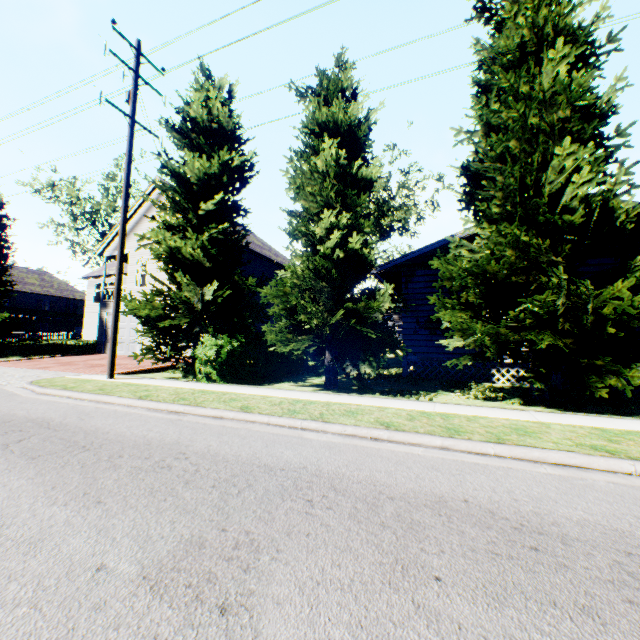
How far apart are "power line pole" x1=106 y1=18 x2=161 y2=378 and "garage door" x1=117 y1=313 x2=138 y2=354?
10.64m

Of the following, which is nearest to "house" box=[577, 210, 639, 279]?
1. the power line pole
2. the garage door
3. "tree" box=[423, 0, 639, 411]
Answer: "tree" box=[423, 0, 639, 411]

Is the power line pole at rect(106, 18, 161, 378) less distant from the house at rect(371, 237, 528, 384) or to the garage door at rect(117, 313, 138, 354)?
the house at rect(371, 237, 528, 384)

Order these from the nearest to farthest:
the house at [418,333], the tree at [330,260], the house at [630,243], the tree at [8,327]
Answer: the tree at [330,260]
the house at [630,243]
the house at [418,333]
the tree at [8,327]

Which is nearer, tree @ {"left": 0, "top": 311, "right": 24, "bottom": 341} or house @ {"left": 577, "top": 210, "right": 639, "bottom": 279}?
house @ {"left": 577, "top": 210, "right": 639, "bottom": 279}

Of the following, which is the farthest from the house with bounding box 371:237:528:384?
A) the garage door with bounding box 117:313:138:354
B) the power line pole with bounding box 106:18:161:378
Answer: the garage door with bounding box 117:313:138:354

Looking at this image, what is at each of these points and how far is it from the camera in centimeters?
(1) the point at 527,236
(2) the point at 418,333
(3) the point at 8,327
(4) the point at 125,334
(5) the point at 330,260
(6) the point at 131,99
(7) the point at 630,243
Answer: (1) tree, 740cm
(2) house, 1258cm
(3) tree, 2019cm
(4) garage door, 2075cm
(5) tree, 921cm
(6) power line pole, 1118cm
(7) house, 1030cm

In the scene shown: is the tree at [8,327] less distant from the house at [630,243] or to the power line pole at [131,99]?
the power line pole at [131,99]
